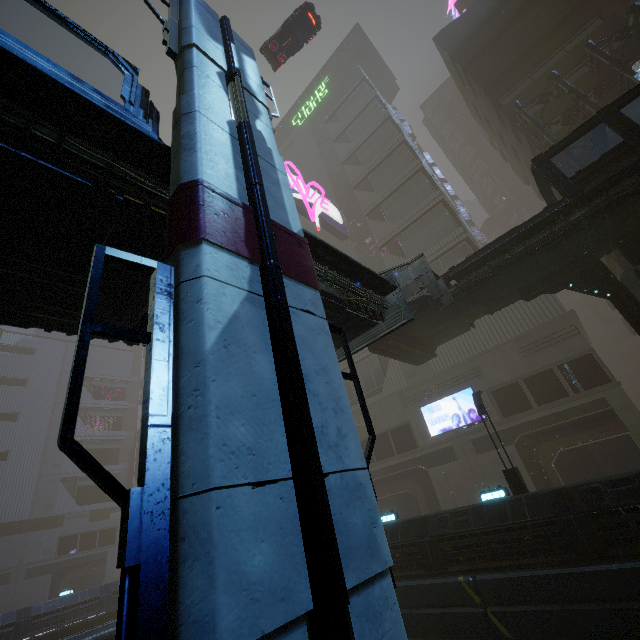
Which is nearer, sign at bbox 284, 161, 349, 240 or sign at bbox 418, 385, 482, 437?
sign at bbox 418, 385, 482, 437

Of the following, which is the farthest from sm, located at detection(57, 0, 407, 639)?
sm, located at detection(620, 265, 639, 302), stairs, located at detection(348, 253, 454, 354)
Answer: sm, located at detection(620, 265, 639, 302)

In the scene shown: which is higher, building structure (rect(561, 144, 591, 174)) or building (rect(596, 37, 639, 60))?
building (rect(596, 37, 639, 60))

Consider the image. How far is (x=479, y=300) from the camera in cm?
1756

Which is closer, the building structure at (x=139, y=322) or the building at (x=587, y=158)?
the building structure at (x=139, y=322)

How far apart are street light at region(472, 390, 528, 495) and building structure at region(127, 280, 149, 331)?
15.3m

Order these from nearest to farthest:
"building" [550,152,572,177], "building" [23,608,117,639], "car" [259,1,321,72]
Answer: "car" [259,1,321,72] → "building" [550,152,572,177] → "building" [23,608,117,639]

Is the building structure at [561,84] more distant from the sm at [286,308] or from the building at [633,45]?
the sm at [286,308]
